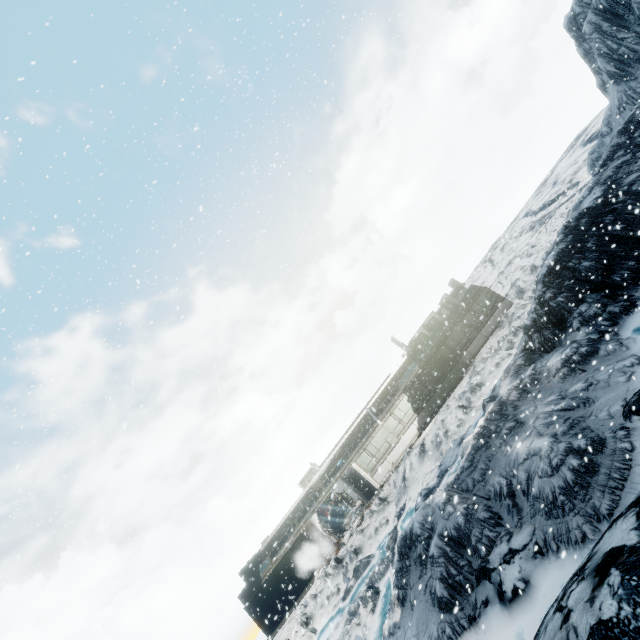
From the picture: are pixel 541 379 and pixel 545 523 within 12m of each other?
yes
